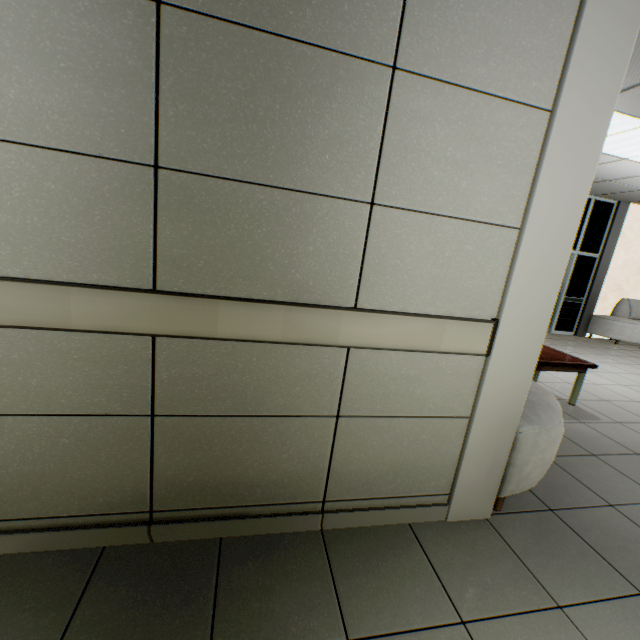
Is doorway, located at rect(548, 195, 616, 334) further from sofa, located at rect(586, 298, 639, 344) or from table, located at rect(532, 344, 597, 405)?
table, located at rect(532, 344, 597, 405)

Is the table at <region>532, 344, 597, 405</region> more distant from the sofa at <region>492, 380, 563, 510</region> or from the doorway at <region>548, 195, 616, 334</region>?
the doorway at <region>548, 195, 616, 334</region>

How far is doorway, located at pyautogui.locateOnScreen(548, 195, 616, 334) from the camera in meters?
7.5 m

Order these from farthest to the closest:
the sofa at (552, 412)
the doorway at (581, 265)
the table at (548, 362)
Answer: the doorway at (581, 265) → the table at (548, 362) → the sofa at (552, 412)

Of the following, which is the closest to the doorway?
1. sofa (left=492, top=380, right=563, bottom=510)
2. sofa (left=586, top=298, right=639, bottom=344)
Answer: sofa (left=586, top=298, right=639, bottom=344)

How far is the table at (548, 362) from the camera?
3.46m

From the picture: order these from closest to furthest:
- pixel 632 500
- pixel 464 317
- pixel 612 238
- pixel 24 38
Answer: pixel 24 38, pixel 464 317, pixel 632 500, pixel 612 238

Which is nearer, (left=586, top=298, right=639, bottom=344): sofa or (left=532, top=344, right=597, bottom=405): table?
(left=532, top=344, right=597, bottom=405): table
